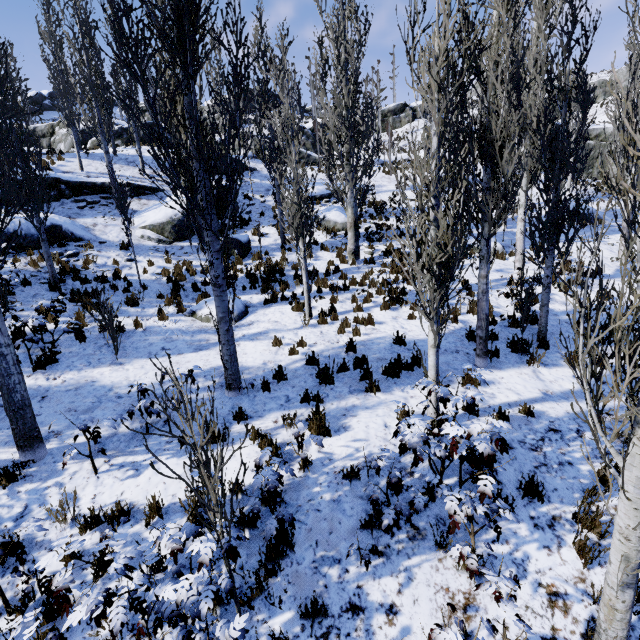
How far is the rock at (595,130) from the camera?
26.59m

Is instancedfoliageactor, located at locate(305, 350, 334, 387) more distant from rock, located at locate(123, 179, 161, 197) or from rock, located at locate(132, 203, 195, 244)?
rock, located at locate(132, 203, 195, 244)

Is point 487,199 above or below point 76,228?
below

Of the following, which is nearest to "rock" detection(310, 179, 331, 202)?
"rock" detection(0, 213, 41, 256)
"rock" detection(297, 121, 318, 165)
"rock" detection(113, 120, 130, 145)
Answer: "rock" detection(113, 120, 130, 145)

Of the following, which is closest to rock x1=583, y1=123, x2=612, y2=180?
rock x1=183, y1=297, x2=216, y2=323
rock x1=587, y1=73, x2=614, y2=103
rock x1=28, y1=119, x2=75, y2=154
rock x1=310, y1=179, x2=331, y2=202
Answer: rock x1=587, y1=73, x2=614, y2=103

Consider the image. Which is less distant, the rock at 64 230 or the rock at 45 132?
the rock at 64 230

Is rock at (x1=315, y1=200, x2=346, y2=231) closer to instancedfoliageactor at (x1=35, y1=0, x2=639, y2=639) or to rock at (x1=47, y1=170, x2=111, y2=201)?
instancedfoliageactor at (x1=35, y1=0, x2=639, y2=639)

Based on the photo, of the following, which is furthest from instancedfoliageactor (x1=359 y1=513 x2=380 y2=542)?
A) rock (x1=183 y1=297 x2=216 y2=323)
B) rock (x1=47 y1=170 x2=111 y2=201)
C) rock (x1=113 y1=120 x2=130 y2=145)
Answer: rock (x1=113 y1=120 x2=130 y2=145)
